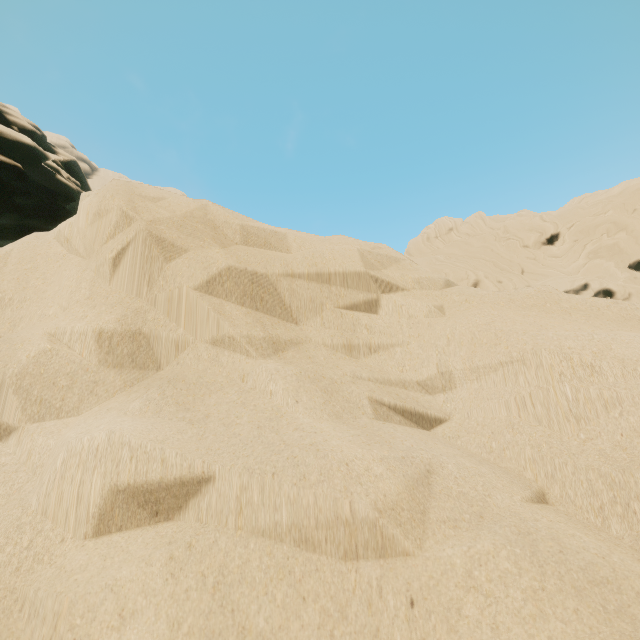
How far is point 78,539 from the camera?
0.90m
